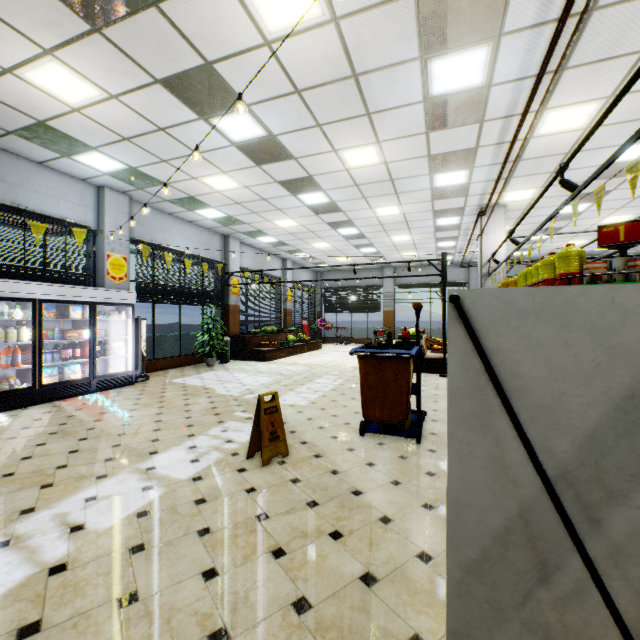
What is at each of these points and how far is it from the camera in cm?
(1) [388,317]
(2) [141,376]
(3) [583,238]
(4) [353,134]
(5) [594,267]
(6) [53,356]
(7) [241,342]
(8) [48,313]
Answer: (1) building, 2072
(2) sign, 832
(3) building, 1338
(4) building, 588
(5) boxed food, 296
(6) milk carton, 641
(7) wooden stand, 1255
(8) boxed frozen food, 620

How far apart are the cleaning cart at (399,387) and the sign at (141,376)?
6.15m

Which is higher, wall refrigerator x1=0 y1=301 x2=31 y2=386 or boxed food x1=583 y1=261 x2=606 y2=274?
boxed food x1=583 y1=261 x2=606 y2=274

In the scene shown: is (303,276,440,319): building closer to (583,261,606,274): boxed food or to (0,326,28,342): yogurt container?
(0,326,28,342): yogurt container

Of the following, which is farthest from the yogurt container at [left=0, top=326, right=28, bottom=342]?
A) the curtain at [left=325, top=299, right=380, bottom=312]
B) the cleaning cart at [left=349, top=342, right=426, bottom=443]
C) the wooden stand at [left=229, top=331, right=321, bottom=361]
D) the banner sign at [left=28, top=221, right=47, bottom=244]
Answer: the curtain at [left=325, top=299, right=380, bottom=312]

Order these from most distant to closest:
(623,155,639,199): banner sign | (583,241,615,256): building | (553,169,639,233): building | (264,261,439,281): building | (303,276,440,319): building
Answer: (303,276,440,319): building → (264,261,439,281): building → (583,241,615,256): building → (553,169,639,233): building → (623,155,639,199): banner sign

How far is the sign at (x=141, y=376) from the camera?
8.2 meters

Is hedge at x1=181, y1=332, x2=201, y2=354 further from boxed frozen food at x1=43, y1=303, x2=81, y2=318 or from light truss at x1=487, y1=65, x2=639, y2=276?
light truss at x1=487, y1=65, x2=639, y2=276
